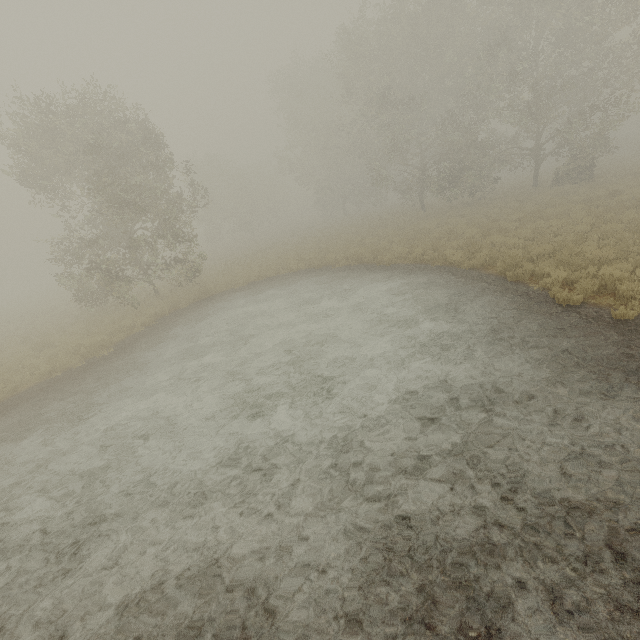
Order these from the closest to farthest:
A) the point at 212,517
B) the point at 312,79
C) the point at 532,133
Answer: the point at 212,517 < the point at 532,133 < the point at 312,79
